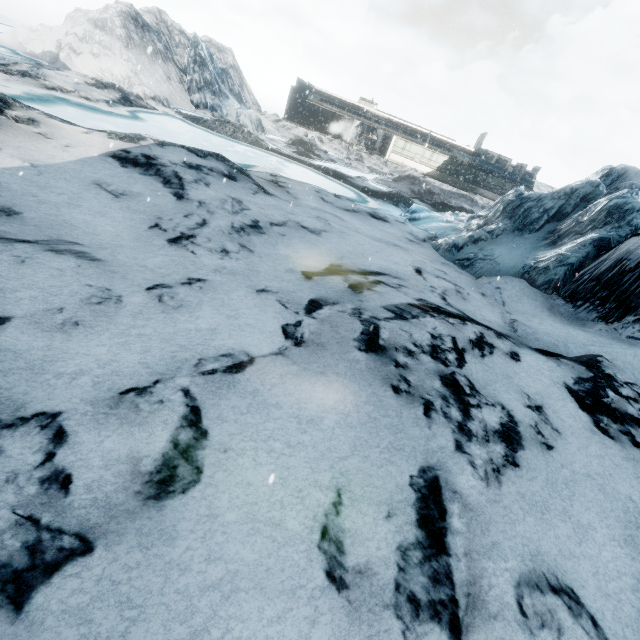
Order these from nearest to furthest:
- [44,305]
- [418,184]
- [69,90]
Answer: [44,305], [69,90], [418,184]
